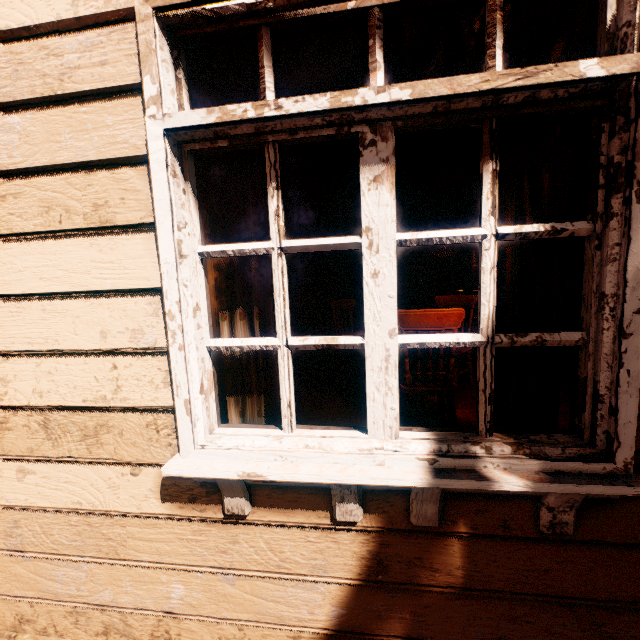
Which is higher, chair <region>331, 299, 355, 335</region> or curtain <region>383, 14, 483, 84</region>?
curtain <region>383, 14, 483, 84</region>

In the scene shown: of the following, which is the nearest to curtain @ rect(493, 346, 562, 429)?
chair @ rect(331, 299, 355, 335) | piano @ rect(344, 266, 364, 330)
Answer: chair @ rect(331, 299, 355, 335)

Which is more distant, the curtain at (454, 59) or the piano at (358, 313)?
the piano at (358, 313)

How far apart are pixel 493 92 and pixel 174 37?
1.0m

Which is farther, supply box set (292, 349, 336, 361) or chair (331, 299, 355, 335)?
supply box set (292, 349, 336, 361)

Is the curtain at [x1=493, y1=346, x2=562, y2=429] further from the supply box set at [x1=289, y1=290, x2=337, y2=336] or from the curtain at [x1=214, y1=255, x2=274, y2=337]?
the supply box set at [x1=289, y1=290, x2=337, y2=336]

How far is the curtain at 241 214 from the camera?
1.2 meters

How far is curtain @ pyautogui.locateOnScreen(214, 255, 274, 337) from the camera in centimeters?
121cm
